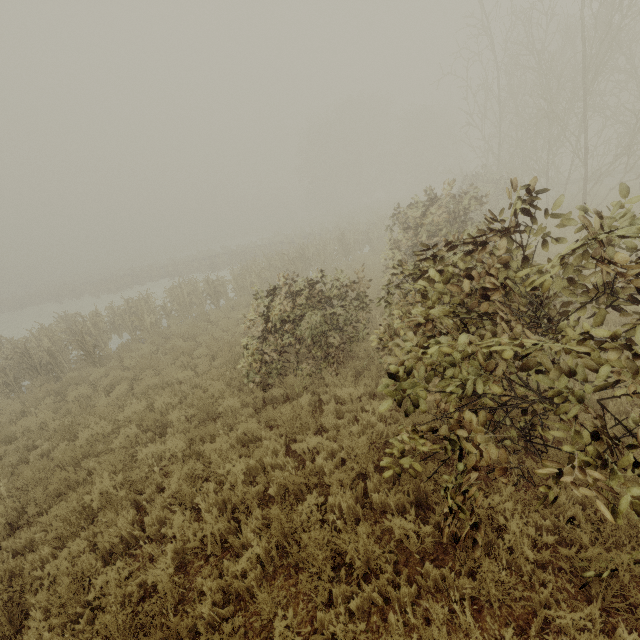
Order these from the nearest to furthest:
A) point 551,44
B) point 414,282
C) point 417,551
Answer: point 417,551, point 414,282, point 551,44
